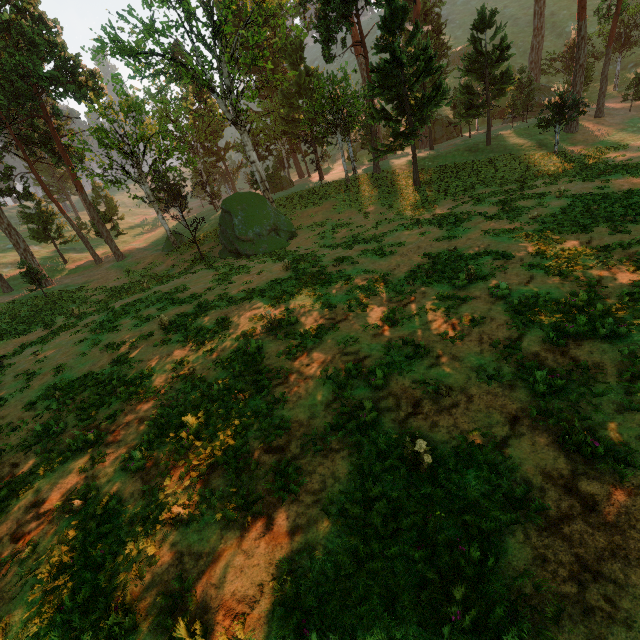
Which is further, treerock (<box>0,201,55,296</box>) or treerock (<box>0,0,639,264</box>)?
treerock (<box>0,201,55,296</box>)

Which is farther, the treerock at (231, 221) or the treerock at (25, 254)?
the treerock at (25, 254)

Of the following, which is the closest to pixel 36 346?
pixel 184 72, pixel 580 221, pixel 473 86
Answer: pixel 184 72
